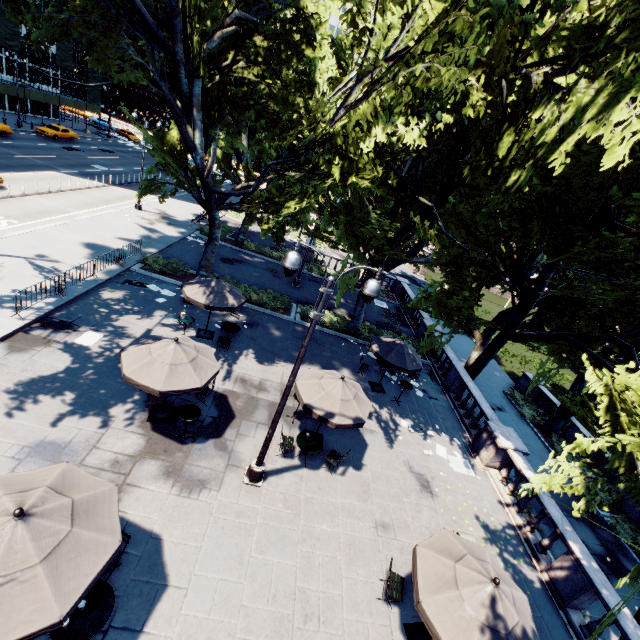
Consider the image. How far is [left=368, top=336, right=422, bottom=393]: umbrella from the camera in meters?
14.7

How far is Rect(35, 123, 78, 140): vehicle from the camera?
38.94m

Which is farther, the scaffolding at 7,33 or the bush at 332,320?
the scaffolding at 7,33

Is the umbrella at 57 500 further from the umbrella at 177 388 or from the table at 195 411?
the table at 195 411

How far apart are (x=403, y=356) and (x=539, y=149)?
9.2 meters

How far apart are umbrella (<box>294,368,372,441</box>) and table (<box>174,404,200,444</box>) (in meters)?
3.07

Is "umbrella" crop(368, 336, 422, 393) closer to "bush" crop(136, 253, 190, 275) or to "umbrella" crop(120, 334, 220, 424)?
"umbrella" crop(120, 334, 220, 424)

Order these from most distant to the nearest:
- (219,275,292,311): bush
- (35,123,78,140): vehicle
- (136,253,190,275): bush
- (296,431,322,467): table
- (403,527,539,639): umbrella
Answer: (35,123,78,140): vehicle
(219,275,292,311): bush
(136,253,190,275): bush
(296,431,322,467): table
(403,527,539,639): umbrella
